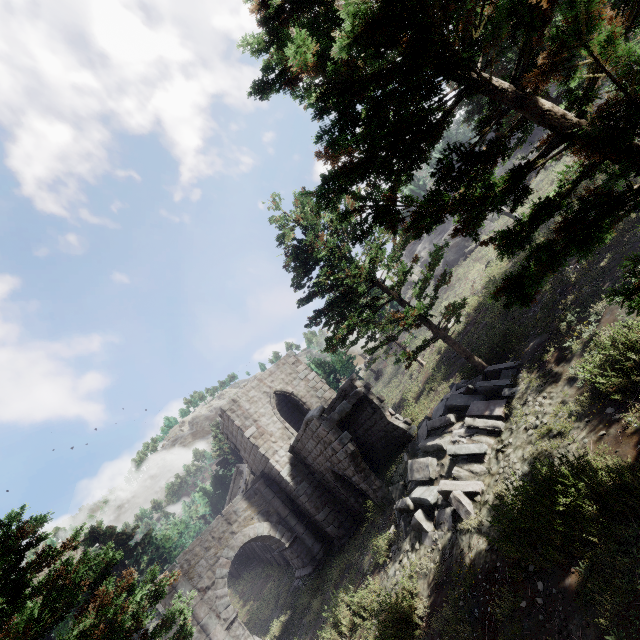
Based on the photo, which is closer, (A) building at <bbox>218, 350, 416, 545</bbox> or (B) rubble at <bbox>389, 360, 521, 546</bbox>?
(B) rubble at <bbox>389, 360, 521, 546</bbox>

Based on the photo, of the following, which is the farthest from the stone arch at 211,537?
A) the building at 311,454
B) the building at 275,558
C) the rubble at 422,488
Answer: the rubble at 422,488

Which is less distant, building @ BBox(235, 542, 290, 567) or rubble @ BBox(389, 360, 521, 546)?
rubble @ BBox(389, 360, 521, 546)

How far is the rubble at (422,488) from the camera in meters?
8.5 m

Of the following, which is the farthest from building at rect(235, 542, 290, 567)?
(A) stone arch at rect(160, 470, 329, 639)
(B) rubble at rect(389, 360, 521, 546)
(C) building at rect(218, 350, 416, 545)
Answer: (B) rubble at rect(389, 360, 521, 546)

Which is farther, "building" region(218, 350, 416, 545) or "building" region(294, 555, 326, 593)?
"building" region(294, 555, 326, 593)

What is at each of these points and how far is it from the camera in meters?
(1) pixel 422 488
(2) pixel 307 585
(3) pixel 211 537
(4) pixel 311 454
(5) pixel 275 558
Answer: (1) rubble, 10.0
(2) building, 16.0
(3) stone arch, 16.9
(4) building, 16.2
(5) building, 25.8
